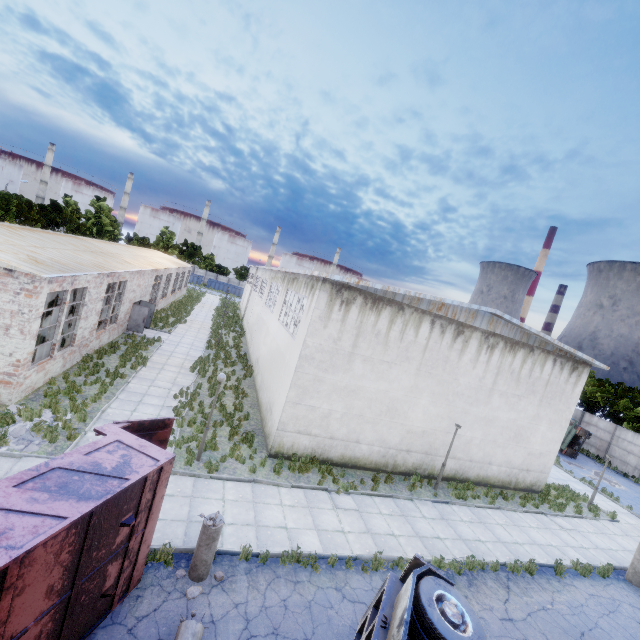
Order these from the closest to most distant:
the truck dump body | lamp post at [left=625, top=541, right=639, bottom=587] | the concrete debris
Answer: the truck dump body, the concrete debris, lamp post at [left=625, top=541, right=639, bottom=587]

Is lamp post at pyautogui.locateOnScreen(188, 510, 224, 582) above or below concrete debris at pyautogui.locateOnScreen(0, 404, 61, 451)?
above

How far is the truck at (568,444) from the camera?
27.3m

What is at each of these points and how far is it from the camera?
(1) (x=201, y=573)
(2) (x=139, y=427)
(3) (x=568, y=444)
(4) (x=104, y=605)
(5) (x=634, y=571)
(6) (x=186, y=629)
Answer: (1) lamp post, 7.56m
(2) truck dump back, 7.84m
(3) truck, 27.69m
(4) truck dump body, 6.18m
(5) lamp post, 12.73m
(6) lamp post, 6.21m

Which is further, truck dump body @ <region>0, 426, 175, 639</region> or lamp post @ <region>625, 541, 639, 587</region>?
lamp post @ <region>625, 541, 639, 587</region>

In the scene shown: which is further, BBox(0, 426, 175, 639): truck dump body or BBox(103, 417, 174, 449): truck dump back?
BBox(103, 417, 174, 449): truck dump back

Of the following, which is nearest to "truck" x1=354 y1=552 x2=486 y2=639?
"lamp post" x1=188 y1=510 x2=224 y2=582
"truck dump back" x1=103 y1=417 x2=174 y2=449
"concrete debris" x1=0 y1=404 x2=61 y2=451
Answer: "lamp post" x1=188 y1=510 x2=224 y2=582

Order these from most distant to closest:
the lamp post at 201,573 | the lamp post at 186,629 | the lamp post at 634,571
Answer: the lamp post at 634,571, the lamp post at 201,573, the lamp post at 186,629
